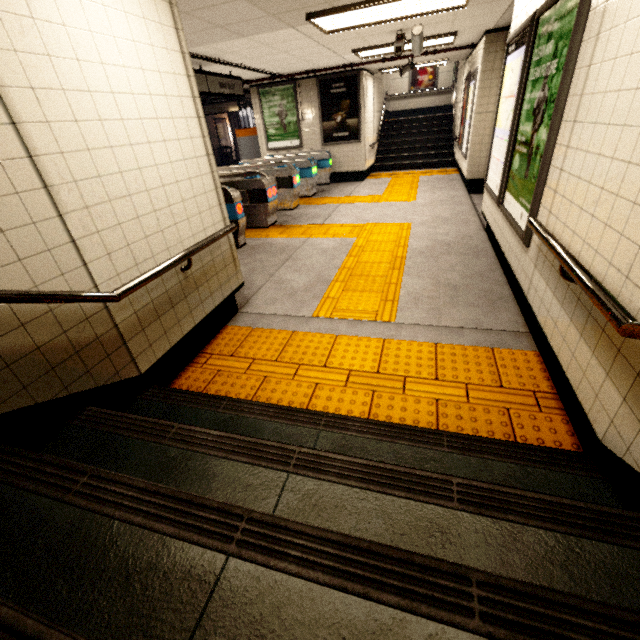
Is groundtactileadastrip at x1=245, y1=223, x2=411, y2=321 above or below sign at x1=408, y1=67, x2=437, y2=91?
below

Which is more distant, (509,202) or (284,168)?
(284,168)

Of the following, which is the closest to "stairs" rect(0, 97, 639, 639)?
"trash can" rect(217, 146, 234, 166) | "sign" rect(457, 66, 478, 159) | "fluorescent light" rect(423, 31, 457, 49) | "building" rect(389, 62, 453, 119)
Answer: "fluorescent light" rect(423, 31, 457, 49)

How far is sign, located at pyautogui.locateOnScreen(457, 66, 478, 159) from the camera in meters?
7.1

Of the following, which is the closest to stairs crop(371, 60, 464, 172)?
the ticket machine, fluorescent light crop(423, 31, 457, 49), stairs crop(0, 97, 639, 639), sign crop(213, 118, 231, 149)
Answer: the ticket machine

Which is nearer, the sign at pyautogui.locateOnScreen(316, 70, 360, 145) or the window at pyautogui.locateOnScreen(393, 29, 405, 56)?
the window at pyautogui.locateOnScreen(393, 29, 405, 56)

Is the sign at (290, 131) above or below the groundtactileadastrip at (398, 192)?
above

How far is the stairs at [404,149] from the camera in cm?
1146
